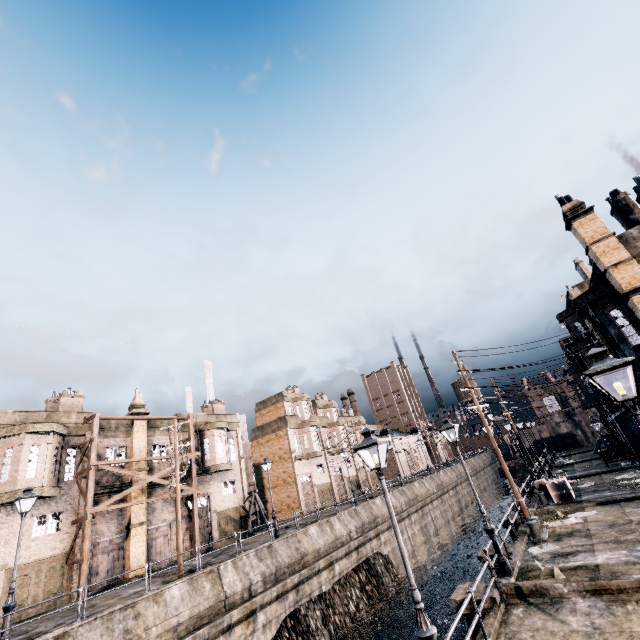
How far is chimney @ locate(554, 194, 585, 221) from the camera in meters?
16.6 m

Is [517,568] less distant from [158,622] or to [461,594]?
[461,594]

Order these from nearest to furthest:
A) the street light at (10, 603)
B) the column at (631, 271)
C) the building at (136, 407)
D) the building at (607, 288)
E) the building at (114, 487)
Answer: the street light at (10, 603), the column at (631, 271), the building at (607, 288), the building at (114, 487), the building at (136, 407)

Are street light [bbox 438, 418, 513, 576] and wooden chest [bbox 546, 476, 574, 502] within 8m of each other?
no

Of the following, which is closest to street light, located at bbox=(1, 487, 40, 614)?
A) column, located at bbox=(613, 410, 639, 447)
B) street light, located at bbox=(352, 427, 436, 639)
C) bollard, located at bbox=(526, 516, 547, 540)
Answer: street light, located at bbox=(352, 427, 436, 639)

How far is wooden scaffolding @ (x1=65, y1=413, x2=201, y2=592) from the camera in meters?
21.5 m

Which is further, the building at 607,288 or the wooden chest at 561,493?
the wooden chest at 561,493

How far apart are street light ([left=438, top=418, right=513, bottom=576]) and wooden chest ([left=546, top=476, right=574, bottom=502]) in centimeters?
1321cm
